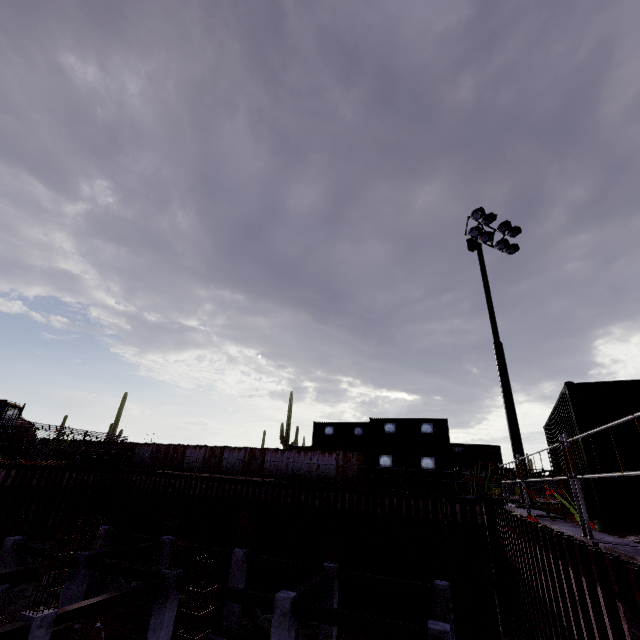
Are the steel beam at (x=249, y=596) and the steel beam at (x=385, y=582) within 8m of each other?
yes

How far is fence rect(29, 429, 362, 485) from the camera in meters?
23.5

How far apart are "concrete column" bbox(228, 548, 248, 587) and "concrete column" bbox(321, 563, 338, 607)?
4.33m

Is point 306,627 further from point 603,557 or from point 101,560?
point 603,557

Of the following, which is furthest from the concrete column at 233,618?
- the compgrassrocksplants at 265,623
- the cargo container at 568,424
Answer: the cargo container at 568,424

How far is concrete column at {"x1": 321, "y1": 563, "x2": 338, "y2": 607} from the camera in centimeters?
1450cm

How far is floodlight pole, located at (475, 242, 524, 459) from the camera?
11.09m

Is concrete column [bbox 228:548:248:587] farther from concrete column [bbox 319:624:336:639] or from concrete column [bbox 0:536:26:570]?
concrete column [bbox 0:536:26:570]
